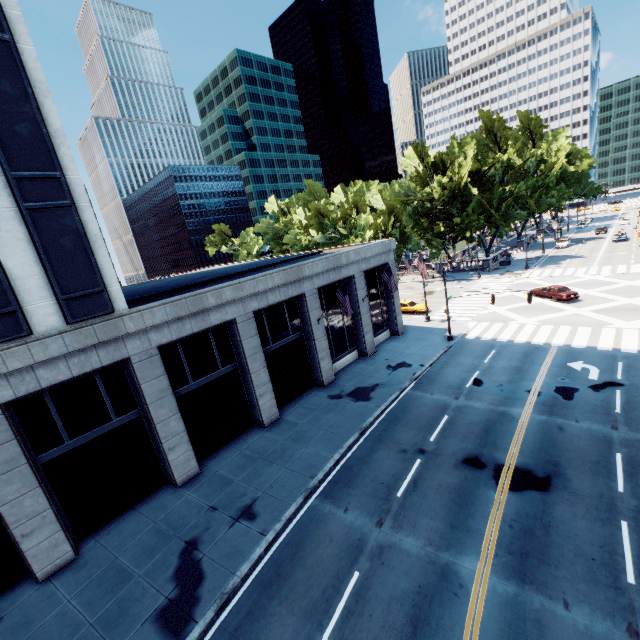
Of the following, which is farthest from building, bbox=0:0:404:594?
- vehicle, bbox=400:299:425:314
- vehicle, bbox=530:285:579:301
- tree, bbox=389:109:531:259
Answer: tree, bbox=389:109:531:259

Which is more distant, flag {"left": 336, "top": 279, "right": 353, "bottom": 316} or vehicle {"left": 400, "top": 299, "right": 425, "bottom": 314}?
vehicle {"left": 400, "top": 299, "right": 425, "bottom": 314}

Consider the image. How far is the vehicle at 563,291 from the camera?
33.0 meters

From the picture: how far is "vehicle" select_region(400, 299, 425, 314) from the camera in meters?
39.0

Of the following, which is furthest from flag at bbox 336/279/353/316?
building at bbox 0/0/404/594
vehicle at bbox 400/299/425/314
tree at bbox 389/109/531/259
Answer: tree at bbox 389/109/531/259

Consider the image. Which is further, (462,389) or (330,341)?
(330,341)

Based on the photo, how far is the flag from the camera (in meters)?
21.75

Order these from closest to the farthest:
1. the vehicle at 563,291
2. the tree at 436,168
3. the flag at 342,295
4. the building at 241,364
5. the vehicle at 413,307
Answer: the building at 241,364 < the flag at 342,295 < the vehicle at 563,291 < the vehicle at 413,307 < the tree at 436,168
